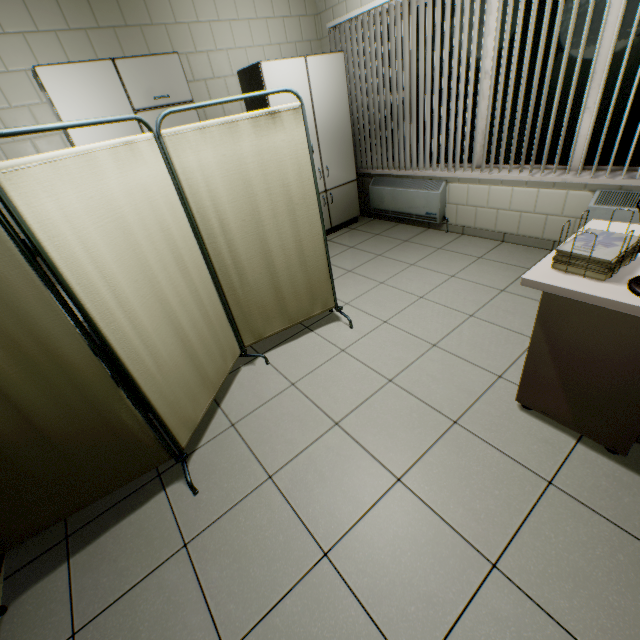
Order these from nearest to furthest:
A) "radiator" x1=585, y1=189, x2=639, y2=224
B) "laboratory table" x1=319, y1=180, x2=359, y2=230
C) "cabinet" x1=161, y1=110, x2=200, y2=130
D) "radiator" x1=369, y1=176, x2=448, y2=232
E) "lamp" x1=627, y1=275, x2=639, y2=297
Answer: "lamp" x1=627, y1=275, x2=639, y2=297 < "radiator" x1=585, y1=189, x2=639, y2=224 < "cabinet" x1=161, y1=110, x2=200, y2=130 < "radiator" x1=369, y1=176, x2=448, y2=232 < "laboratory table" x1=319, y1=180, x2=359, y2=230

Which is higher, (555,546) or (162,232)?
(162,232)

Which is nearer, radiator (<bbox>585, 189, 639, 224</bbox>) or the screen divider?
the screen divider

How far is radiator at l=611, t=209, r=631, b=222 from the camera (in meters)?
2.65

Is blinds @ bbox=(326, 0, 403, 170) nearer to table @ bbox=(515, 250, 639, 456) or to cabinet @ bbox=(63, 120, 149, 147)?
table @ bbox=(515, 250, 639, 456)

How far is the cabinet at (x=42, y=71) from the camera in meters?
2.7 m

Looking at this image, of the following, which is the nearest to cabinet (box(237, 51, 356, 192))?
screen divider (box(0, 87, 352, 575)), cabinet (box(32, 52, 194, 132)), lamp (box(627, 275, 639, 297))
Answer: cabinet (box(32, 52, 194, 132))

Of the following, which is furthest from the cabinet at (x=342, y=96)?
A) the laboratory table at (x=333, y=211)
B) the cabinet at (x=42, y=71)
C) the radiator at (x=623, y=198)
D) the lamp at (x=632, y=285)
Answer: the lamp at (x=632, y=285)
